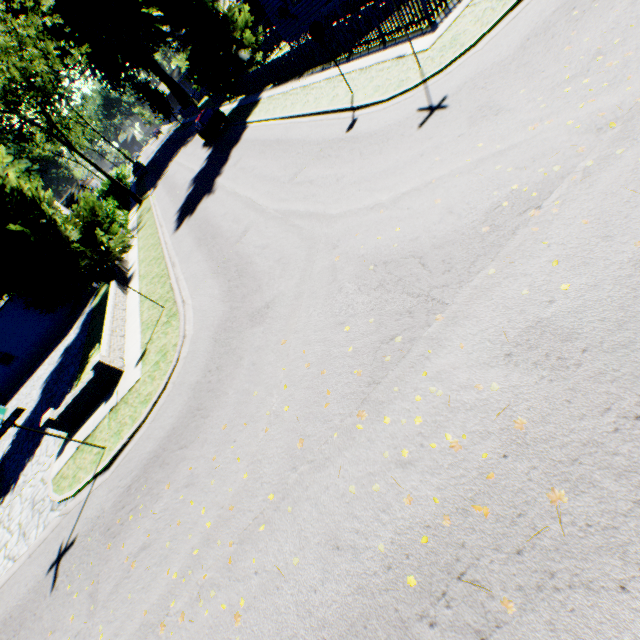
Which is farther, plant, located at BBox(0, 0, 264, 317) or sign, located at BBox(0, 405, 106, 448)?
plant, located at BBox(0, 0, 264, 317)

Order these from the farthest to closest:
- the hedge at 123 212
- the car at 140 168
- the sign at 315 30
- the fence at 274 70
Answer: the car at 140 168 < the hedge at 123 212 < the fence at 274 70 < the sign at 315 30

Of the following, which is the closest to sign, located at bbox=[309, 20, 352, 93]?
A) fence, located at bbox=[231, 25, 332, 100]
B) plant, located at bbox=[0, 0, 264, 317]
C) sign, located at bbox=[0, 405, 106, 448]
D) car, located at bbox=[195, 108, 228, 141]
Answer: fence, located at bbox=[231, 25, 332, 100]

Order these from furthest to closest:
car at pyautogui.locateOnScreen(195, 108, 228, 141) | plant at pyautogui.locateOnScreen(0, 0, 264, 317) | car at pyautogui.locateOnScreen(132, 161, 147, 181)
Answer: car at pyautogui.locateOnScreen(132, 161, 147, 181) → car at pyautogui.locateOnScreen(195, 108, 228, 141) → plant at pyautogui.locateOnScreen(0, 0, 264, 317)

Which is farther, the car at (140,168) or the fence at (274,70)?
the car at (140,168)

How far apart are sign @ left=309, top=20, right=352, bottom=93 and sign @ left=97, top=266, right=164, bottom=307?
9.7 meters

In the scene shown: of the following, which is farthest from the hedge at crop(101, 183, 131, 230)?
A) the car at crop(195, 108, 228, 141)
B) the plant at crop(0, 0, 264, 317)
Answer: the car at crop(195, 108, 228, 141)

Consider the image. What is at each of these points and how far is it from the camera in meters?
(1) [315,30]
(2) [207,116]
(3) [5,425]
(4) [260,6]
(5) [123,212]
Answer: (1) sign, 10.1
(2) car, 24.9
(3) sign, 7.3
(4) house, 35.0
(5) hedge, 32.4
